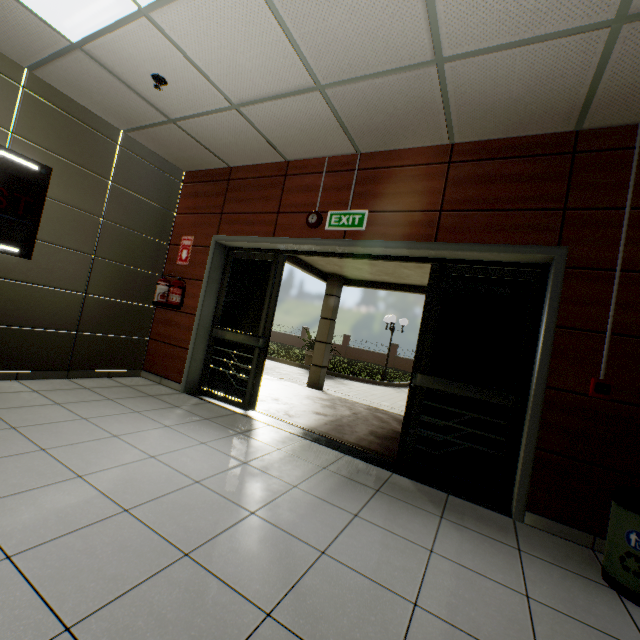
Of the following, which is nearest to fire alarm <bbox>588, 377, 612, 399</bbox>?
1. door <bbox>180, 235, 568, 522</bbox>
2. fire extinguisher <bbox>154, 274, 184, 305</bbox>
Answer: door <bbox>180, 235, 568, 522</bbox>

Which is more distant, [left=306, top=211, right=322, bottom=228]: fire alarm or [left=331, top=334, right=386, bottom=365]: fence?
[left=331, top=334, right=386, bottom=365]: fence

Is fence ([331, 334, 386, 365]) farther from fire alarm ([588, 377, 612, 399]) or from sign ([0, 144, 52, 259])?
sign ([0, 144, 52, 259])

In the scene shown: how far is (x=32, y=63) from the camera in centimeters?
322cm

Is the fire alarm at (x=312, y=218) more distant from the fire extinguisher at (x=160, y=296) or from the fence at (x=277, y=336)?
the fence at (x=277, y=336)

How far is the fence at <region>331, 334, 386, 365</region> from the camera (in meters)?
27.75

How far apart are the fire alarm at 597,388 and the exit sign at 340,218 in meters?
2.4 m

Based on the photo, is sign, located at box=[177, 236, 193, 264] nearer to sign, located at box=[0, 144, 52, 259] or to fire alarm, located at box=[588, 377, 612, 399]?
sign, located at box=[0, 144, 52, 259]
